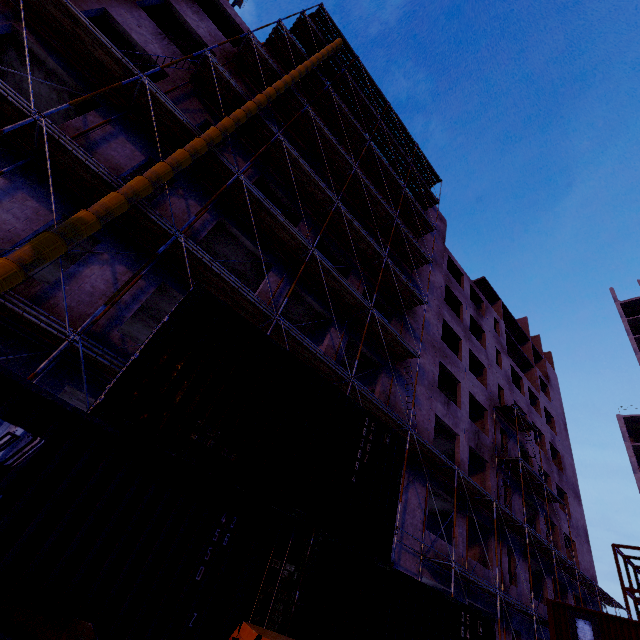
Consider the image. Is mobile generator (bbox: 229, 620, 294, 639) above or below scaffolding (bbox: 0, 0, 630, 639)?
below

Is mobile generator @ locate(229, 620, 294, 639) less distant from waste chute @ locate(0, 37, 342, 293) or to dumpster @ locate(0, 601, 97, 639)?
dumpster @ locate(0, 601, 97, 639)

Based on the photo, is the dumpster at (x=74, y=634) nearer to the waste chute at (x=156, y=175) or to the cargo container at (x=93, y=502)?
the cargo container at (x=93, y=502)

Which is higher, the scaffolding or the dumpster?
the scaffolding

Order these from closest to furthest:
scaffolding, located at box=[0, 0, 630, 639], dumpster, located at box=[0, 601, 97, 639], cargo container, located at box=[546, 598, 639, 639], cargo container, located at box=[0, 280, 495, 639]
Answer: dumpster, located at box=[0, 601, 97, 639], cargo container, located at box=[0, 280, 495, 639], scaffolding, located at box=[0, 0, 630, 639], cargo container, located at box=[546, 598, 639, 639]

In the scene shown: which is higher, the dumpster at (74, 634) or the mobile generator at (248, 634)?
the mobile generator at (248, 634)

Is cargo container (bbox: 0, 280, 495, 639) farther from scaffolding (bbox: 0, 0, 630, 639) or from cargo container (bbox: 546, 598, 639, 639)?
cargo container (bbox: 546, 598, 639, 639)

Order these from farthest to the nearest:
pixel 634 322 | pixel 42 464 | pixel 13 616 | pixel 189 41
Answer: pixel 634 322 → pixel 189 41 → pixel 42 464 → pixel 13 616
